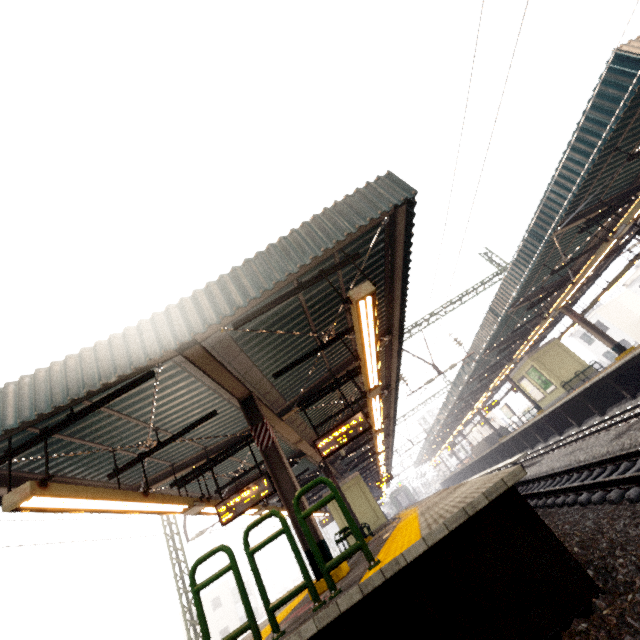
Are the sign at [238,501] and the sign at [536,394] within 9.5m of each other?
no

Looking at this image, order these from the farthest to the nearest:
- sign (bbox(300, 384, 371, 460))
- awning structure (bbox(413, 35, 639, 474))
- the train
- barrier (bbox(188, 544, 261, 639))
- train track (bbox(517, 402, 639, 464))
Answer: the train < train track (bbox(517, 402, 639, 464)) < sign (bbox(300, 384, 371, 460)) < awning structure (bbox(413, 35, 639, 474)) < barrier (bbox(188, 544, 261, 639))

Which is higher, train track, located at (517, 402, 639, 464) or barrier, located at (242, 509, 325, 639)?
barrier, located at (242, 509, 325, 639)

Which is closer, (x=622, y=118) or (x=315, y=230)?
(x=315, y=230)

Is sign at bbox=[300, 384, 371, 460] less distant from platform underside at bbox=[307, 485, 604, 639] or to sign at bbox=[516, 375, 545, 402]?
platform underside at bbox=[307, 485, 604, 639]

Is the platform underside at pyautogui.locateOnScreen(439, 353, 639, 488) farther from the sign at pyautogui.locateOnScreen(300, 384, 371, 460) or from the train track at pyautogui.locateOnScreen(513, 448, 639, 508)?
the sign at pyautogui.locateOnScreen(300, 384, 371, 460)

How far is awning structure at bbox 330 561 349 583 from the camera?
4.8 meters

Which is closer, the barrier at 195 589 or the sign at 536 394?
the barrier at 195 589
